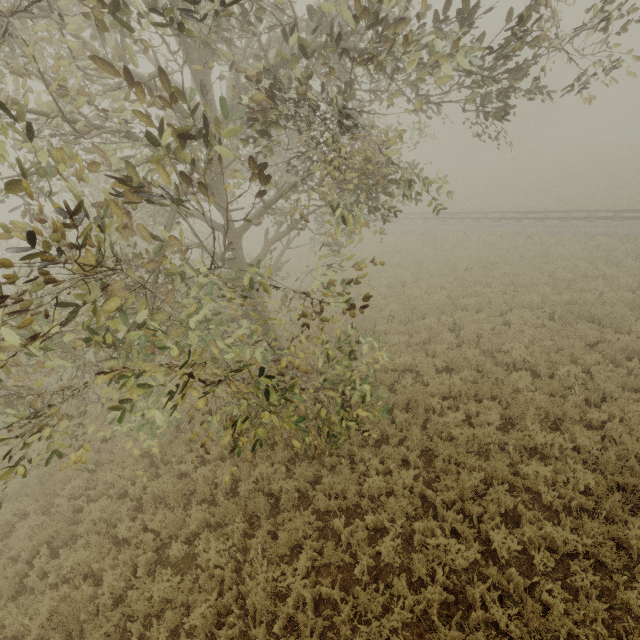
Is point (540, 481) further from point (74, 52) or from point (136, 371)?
point (74, 52)
